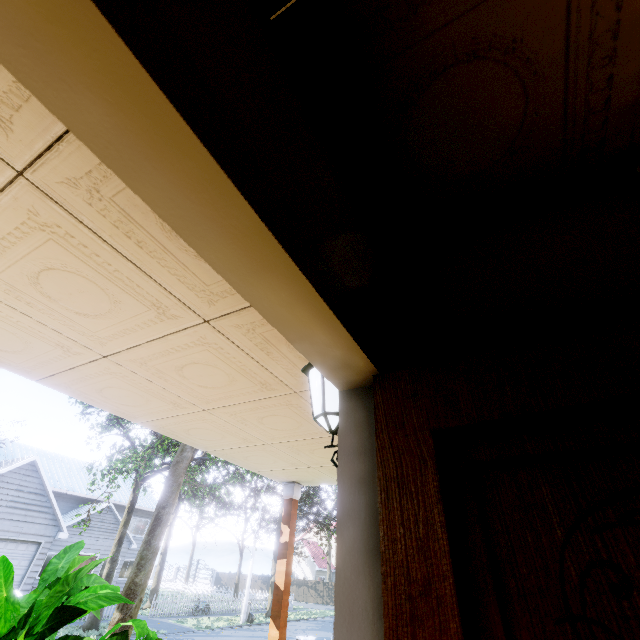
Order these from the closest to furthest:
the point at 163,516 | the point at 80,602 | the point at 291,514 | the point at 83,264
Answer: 1. the point at 83,264
2. the point at 80,602
3. the point at 291,514
4. the point at 163,516

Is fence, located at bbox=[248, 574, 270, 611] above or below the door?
below

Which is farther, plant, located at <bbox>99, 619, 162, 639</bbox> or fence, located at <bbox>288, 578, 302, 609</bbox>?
fence, located at <bbox>288, 578, 302, 609</bbox>

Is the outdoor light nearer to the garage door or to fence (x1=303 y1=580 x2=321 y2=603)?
fence (x1=303 y1=580 x2=321 y2=603)

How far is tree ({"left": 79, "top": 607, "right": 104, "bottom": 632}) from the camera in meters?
14.3 m

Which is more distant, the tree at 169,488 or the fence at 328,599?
the fence at 328,599

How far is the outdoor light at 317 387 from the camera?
1.2m

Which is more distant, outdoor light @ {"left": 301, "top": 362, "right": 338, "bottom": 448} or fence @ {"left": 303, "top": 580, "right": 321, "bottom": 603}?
fence @ {"left": 303, "top": 580, "right": 321, "bottom": 603}
